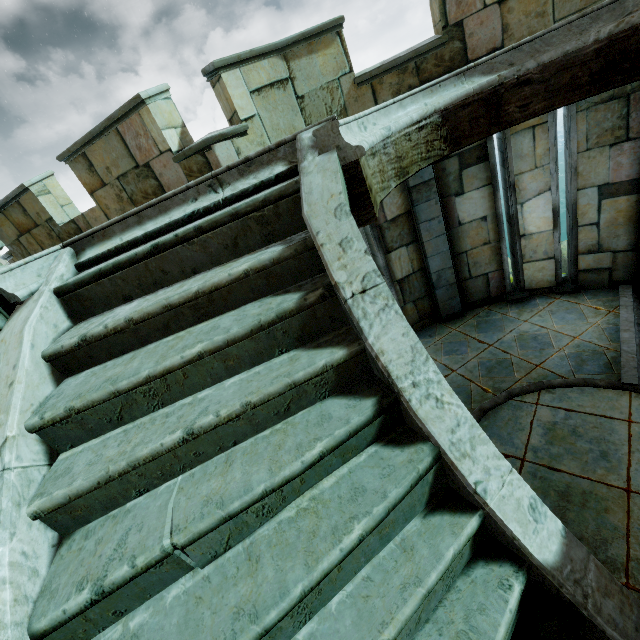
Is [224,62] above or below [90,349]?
above
